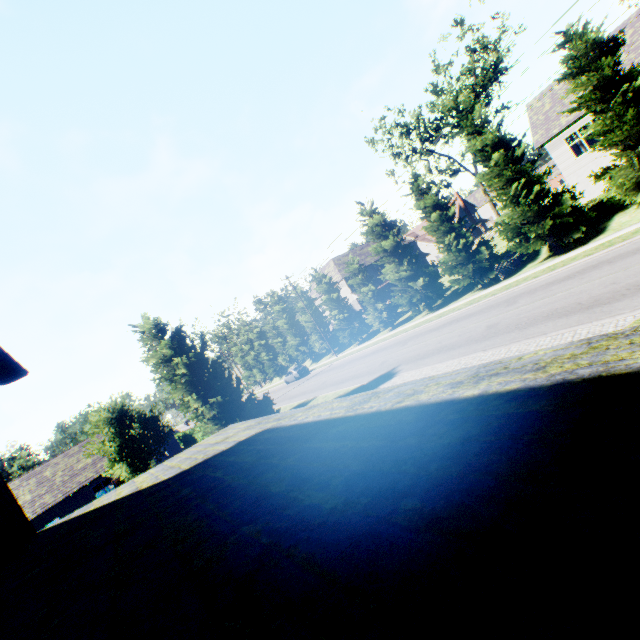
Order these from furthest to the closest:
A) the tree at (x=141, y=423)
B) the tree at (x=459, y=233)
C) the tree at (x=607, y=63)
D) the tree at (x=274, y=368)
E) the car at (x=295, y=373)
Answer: the tree at (x=274, y=368) < the car at (x=295, y=373) < the tree at (x=459, y=233) < the tree at (x=141, y=423) < the tree at (x=607, y=63)

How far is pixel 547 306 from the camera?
13.6m

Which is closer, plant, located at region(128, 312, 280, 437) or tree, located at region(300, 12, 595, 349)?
plant, located at region(128, 312, 280, 437)

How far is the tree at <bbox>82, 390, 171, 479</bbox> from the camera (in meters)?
19.53

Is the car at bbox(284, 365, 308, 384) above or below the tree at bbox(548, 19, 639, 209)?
below

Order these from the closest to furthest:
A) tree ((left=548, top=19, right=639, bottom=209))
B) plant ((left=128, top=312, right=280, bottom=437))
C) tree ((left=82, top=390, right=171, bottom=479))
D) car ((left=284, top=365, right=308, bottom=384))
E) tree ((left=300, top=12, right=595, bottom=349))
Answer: tree ((left=548, top=19, right=639, bottom=209)) < plant ((left=128, top=312, right=280, bottom=437)) < tree ((left=82, top=390, right=171, bottom=479)) < tree ((left=300, top=12, right=595, bottom=349)) < car ((left=284, top=365, right=308, bottom=384))

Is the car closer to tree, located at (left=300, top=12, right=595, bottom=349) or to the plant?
tree, located at (left=300, top=12, right=595, bottom=349)

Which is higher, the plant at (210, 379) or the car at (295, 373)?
the plant at (210, 379)
